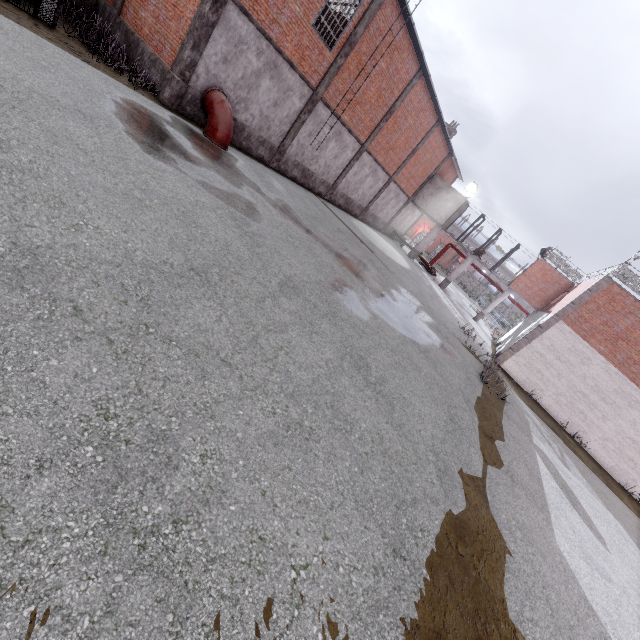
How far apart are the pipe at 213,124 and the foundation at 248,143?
0.05m

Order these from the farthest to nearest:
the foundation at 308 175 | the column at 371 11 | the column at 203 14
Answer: the foundation at 308 175
the column at 371 11
the column at 203 14

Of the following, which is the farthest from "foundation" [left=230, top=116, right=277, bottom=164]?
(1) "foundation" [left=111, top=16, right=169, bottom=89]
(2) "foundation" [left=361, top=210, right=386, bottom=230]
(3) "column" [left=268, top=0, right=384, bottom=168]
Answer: (2) "foundation" [left=361, top=210, right=386, bottom=230]

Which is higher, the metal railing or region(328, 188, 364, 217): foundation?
the metal railing

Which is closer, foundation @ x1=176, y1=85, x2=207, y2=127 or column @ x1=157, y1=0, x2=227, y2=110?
column @ x1=157, y1=0, x2=227, y2=110

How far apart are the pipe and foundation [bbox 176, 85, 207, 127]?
0.05m

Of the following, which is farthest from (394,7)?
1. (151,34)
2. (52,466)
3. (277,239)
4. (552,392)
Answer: (552,392)

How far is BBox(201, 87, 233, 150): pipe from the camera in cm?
1191
